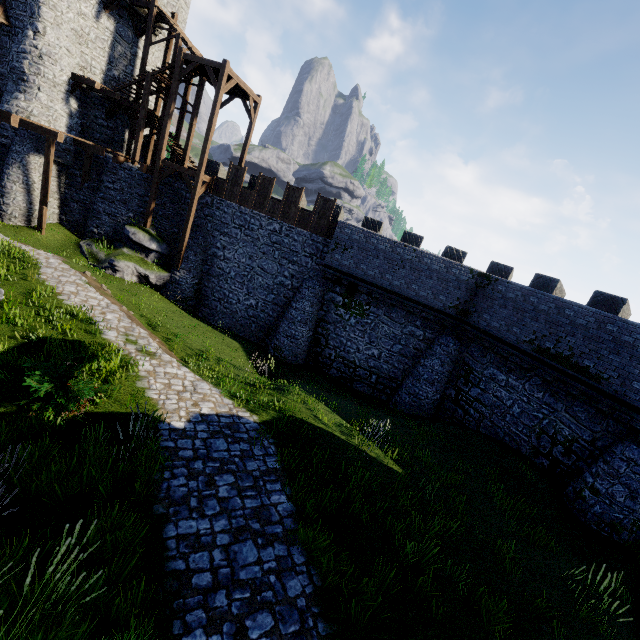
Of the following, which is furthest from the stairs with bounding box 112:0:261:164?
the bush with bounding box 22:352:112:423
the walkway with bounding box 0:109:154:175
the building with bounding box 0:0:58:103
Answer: the bush with bounding box 22:352:112:423

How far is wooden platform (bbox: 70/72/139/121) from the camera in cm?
1905

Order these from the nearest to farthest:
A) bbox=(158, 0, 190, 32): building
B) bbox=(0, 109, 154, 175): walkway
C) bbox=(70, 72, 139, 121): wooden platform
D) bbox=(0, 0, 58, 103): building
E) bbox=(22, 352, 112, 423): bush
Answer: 1. bbox=(22, 352, 112, 423): bush
2. bbox=(0, 109, 154, 175): walkway
3. bbox=(0, 0, 58, 103): building
4. bbox=(70, 72, 139, 121): wooden platform
5. bbox=(158, 0, 190, 32): building

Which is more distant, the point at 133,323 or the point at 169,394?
the point at 133,323

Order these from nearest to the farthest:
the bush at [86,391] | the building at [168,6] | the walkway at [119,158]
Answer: the bush at [86,391]
the walkway at [119,158]
the building at [168,6]

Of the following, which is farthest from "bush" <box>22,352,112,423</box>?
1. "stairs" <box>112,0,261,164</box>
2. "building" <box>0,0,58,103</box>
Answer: "building" <box>0,0,58,103</box>

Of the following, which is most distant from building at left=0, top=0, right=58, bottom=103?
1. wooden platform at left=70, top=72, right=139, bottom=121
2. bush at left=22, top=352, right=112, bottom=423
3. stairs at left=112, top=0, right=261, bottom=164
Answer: bush at left=22, top=352, right=112, bottom=423

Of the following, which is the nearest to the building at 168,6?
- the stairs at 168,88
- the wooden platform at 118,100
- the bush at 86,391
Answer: the wooden platform at 118,100
